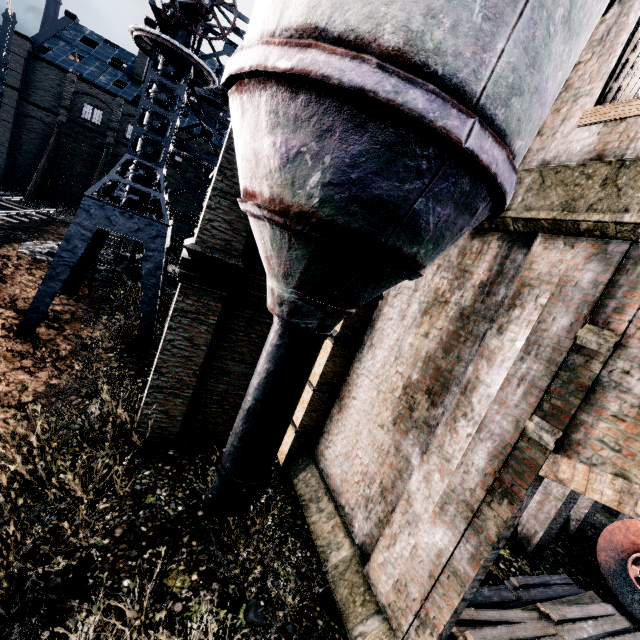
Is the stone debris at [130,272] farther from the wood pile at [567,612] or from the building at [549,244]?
the wood pile at [567,612]

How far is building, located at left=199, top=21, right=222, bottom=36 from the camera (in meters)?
19.72

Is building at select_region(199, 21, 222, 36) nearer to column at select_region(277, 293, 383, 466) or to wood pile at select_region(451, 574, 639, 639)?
column at select_region(277, 293, 383, 466)

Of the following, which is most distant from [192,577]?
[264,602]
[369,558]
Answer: [369,558]

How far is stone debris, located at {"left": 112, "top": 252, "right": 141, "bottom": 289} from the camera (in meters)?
18.95

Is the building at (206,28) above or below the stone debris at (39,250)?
above

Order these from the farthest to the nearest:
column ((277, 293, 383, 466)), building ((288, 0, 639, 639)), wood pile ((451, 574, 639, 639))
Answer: column ((277, 293, 383, 466))
wood pile ((451, 574, 639, 639))
building ((288, 0, 639, 639))

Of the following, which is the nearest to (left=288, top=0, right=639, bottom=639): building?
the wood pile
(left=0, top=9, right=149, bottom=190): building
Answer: the wood pile
